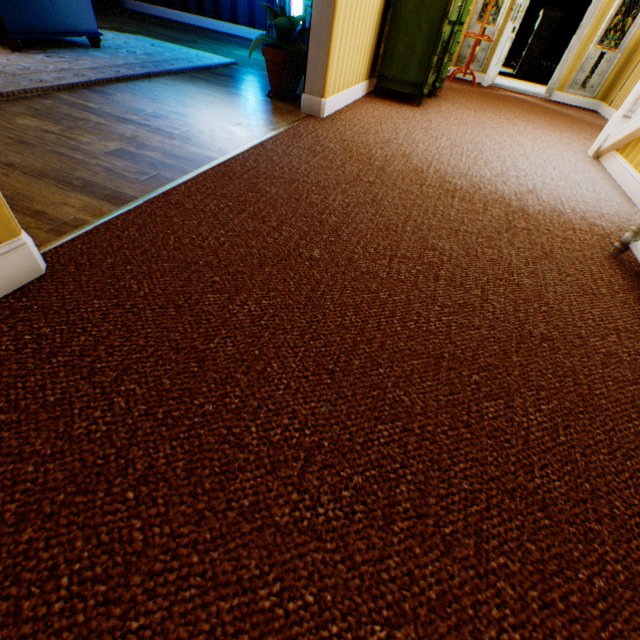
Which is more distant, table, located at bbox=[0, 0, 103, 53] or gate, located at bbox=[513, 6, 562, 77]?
gate, located at bbox=[513, 6, 562, 77]

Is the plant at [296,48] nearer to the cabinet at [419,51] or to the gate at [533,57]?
the cabinet at [419,51]

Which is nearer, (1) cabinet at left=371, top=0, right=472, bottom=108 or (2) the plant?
(2) the plant

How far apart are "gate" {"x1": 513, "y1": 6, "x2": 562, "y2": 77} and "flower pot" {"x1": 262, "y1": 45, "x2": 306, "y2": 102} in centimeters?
1807cm

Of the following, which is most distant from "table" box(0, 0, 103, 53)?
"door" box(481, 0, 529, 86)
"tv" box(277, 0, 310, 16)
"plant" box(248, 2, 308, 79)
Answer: "door" box(481, 0, 529, 86)

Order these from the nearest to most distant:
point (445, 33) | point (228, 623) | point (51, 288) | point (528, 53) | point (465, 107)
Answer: point (228, 623)
point (51, 288)
point (445, 33)
point (465, 107)
point (528, 53)

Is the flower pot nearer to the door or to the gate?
the door

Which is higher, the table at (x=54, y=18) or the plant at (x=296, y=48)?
the plant at (x=296, y=48)
